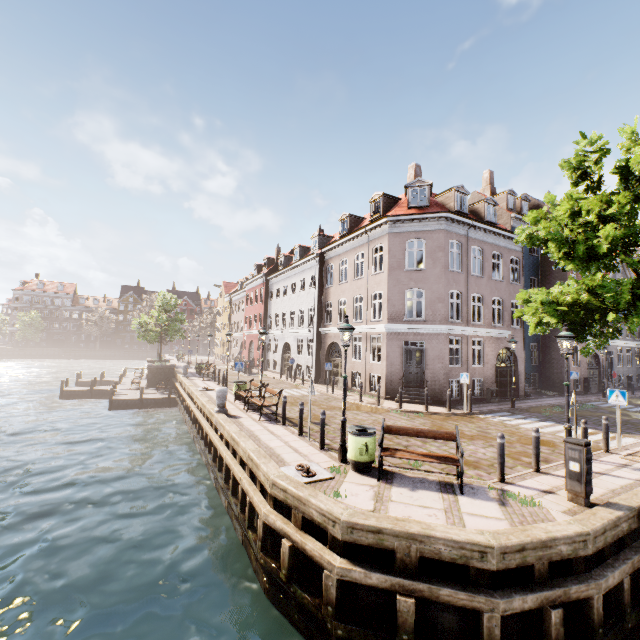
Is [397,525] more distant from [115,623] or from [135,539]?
[135,539]

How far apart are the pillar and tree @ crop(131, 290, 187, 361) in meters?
20.3 m

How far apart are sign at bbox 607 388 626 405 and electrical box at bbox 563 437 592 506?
5.9m

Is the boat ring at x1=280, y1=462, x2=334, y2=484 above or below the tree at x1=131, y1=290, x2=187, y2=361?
below

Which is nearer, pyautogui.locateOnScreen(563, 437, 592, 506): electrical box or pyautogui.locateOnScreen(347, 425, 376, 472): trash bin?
pyautogui.locateOnScreen(563, 437, 592, 506): electrical box

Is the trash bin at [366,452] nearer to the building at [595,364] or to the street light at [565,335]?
the street light at [565,335]

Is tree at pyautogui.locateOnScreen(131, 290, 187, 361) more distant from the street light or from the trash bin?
the trash bin

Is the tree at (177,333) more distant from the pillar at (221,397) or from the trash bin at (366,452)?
the trash bin at (366,452)
